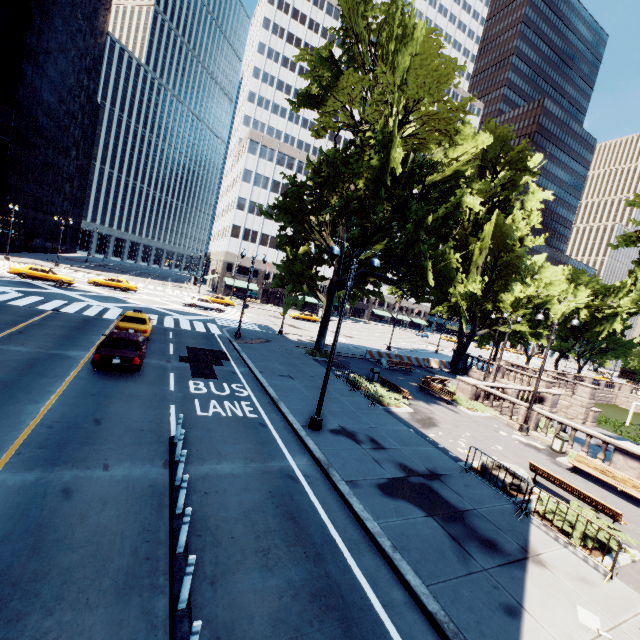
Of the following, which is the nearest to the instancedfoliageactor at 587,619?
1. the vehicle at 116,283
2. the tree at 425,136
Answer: the tree at 425,136

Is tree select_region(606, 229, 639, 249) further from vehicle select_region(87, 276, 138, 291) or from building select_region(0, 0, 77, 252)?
building select_region(0, 0, 77, 252)

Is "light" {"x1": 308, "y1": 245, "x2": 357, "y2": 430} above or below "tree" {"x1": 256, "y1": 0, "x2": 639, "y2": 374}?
below

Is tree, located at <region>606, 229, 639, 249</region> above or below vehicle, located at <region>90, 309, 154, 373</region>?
above

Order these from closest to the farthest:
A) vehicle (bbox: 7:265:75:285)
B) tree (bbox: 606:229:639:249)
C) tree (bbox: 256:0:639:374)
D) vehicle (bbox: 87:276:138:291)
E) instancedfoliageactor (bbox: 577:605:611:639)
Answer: instancedfoliageactor (bbox: 577:605:611:639)
tree (bbox: 256:0:639:374)
tree (bbox: 606:229:639:249)
vehicle (bbox: 7:265:75:285)
vehicle (bbox: 87:276:138:291)

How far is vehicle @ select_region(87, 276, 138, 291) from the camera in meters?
38.1 m

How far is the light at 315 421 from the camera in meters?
12.3 m

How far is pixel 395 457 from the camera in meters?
12.0 m
